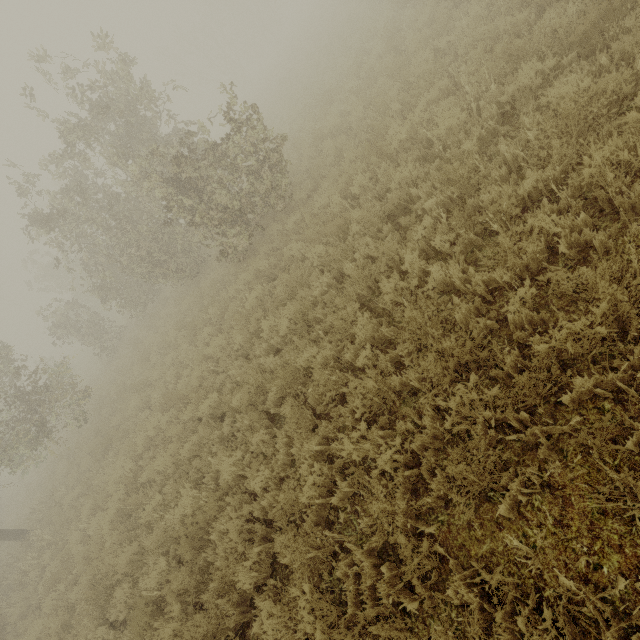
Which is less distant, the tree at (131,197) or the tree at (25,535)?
the tree at (131,197)

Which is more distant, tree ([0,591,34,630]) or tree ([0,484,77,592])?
tree ([0,484,77,592])

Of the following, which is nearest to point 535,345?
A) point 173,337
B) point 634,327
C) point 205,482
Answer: point 634,327

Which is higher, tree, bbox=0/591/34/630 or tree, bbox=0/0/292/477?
tree, bbox=0/0/292/477
